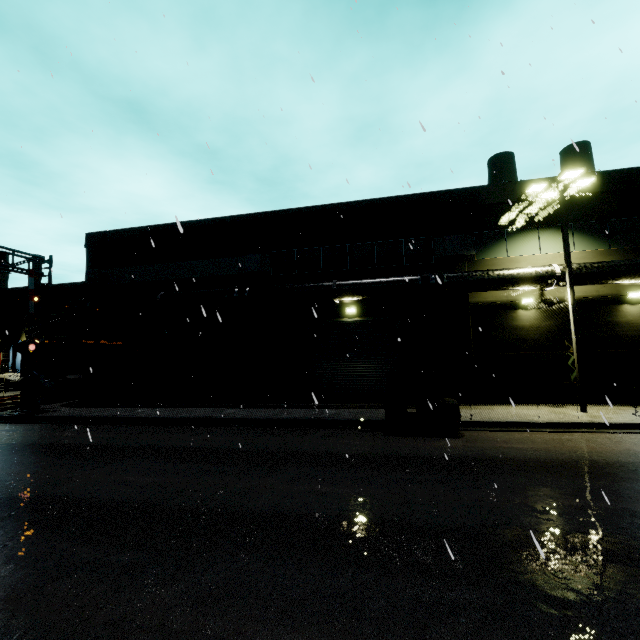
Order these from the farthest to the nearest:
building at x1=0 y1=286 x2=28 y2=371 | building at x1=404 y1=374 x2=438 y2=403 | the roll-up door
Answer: building at x1=0 y1=286 x2=28 y2=371 → the roll-up door → building at x1=404 y1=374 x2=438 y2=403

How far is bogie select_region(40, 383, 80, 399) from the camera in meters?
20.5

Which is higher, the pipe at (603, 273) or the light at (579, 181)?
the light at (579, 181)

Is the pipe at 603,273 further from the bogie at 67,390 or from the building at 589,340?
the bogie at 67,390

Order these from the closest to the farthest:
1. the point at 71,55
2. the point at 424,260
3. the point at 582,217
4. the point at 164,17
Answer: the point at 164,17 → the point at 71,55 → the point at 582,217 → the point at 424,260

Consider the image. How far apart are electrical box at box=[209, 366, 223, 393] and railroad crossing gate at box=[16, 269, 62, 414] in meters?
7.3 m

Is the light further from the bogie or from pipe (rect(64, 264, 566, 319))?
the bogie

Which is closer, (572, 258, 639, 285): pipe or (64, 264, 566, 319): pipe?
(572, 258, 639, 285): pipe
